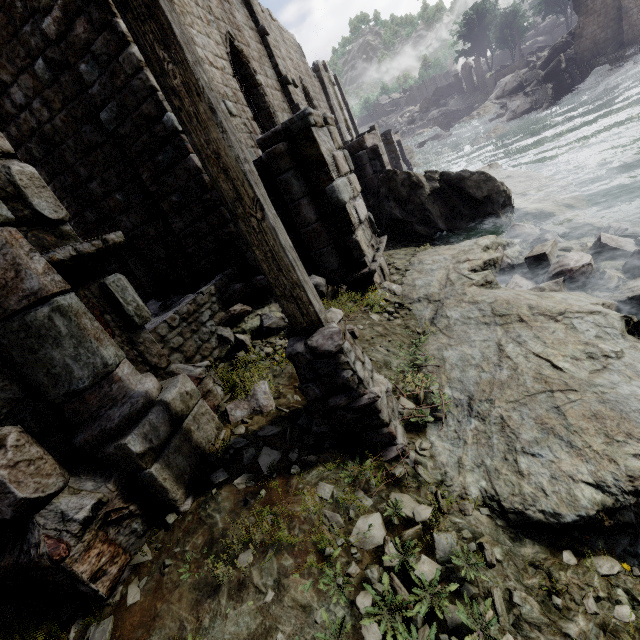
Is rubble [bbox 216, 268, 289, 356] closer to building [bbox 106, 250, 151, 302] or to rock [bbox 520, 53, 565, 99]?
building [bbox 106, 250, 151, 302]

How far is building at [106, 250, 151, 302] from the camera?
7.91m

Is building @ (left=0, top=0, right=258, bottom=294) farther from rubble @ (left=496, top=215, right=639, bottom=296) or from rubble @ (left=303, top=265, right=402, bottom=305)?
rubble @ (left=496, top=215, right=639, bottom=296)

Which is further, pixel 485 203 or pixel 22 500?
pixel 485 203

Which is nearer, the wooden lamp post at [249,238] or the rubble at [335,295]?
the wooden lamp post at [249,238]

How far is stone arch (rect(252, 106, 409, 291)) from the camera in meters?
5.7

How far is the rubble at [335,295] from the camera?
6.0 meters

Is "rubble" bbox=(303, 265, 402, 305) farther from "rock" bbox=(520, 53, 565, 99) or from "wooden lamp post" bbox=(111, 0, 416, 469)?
"rock" bbox=(520, 53, 565, 99)
